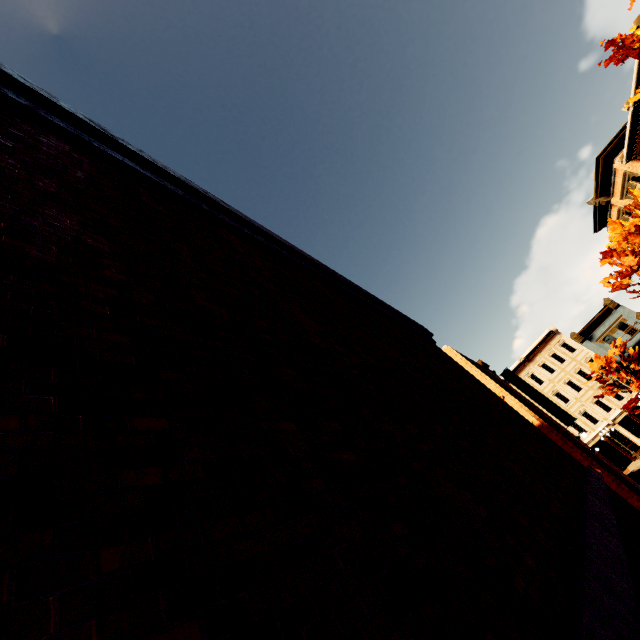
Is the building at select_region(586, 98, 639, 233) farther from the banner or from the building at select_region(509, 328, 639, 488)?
the banner

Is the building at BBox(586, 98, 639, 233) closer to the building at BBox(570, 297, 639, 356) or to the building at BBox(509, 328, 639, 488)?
the building at BBox(570, 297, 639, 356)

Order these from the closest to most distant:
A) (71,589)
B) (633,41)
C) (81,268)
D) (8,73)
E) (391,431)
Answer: (71,589)
(81,268)
(391,431)
(8,73)
(633,41)

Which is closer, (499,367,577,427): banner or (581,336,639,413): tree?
(499,367,577,427): banner

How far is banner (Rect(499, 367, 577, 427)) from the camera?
21.3m

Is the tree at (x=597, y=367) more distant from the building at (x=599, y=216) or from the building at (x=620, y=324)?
the building at (x=599, y=216)

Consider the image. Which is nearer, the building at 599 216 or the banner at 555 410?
the building at 599 216

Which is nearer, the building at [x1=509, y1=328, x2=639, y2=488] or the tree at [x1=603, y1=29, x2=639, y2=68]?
the tree at [x1=603, y1=29, x2=639, y2=68]
